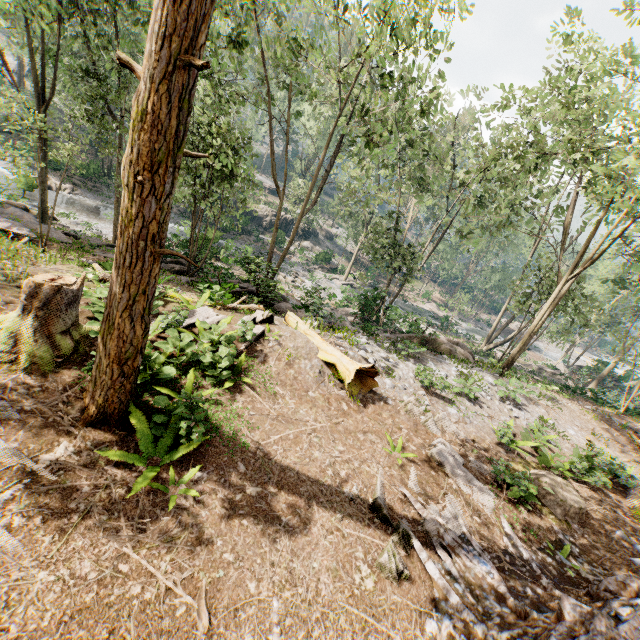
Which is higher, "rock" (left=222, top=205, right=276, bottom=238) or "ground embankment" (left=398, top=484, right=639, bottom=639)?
"ground embankment" (left=398, top=484, right=639, bottom=639)

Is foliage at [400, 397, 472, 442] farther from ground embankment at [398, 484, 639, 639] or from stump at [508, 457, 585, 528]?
stump at [508, 457, 585, 528]

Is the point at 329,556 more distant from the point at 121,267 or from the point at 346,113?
the point at 346,113

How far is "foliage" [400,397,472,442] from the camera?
10.5 meters

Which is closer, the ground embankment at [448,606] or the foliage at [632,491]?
the ground embankment at [448,606]

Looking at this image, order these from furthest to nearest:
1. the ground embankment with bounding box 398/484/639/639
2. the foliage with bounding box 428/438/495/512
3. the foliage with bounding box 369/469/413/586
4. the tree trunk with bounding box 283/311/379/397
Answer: the tree trunk with bounding box 283/311/379/397
the foliage with bounding box 428/438/495/512
the foliage with bounding box 369/469/413/586
the ground embankment with bounding box 398/484/639/639

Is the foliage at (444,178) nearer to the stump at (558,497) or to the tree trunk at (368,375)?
the stump at (558,497)
